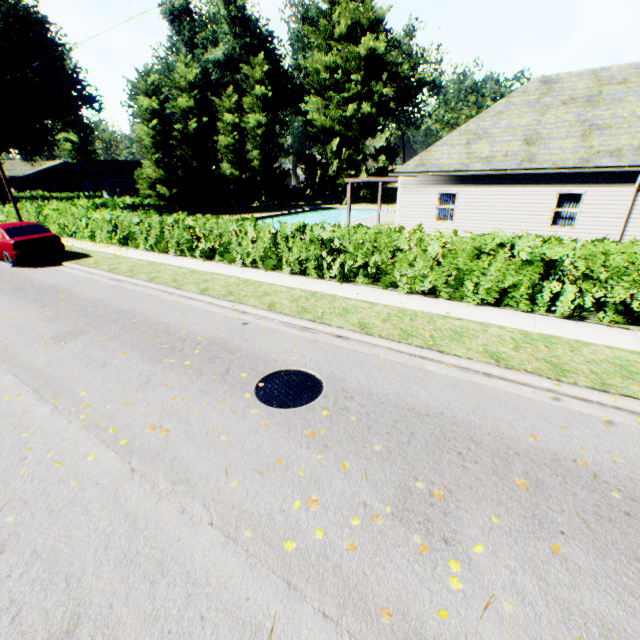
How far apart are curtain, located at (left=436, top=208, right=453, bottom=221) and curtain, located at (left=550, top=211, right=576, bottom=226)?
4.0 meters

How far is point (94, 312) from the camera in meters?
8.6 m

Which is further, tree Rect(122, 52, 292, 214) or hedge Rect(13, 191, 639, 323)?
tree Rect(122, 52, 292, 214)

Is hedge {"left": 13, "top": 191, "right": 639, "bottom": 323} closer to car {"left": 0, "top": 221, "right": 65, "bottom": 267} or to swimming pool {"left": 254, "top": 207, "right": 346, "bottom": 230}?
car {"left": 0, "top": 221, "right": 65, "bottom": 267}

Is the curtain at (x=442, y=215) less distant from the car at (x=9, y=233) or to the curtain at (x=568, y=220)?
the curtain at (x=568, y=220)

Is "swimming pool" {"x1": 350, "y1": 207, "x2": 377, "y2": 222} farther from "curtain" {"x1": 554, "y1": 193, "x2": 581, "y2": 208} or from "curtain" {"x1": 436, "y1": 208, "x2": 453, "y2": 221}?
"curtain" {"x1": 554, "y1": 193, "x2": 581, "y2": 208}

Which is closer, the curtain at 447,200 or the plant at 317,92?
the curtain at 447,200
